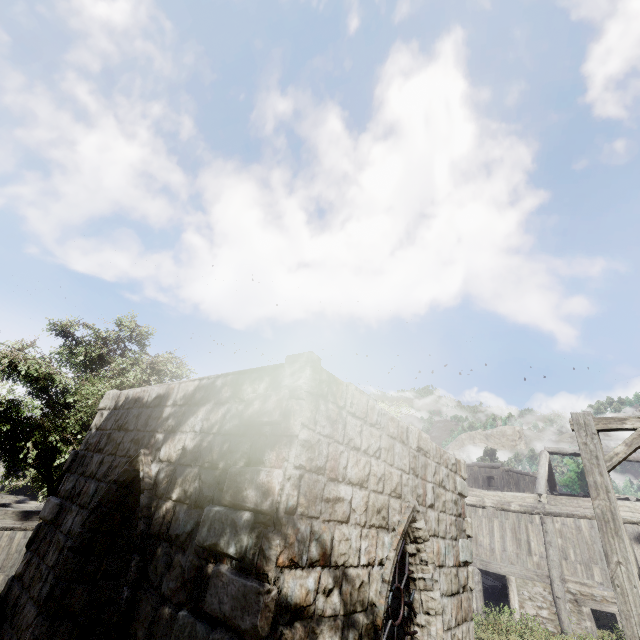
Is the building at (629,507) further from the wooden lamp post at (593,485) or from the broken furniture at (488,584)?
the wooden lamp post at (593,485)

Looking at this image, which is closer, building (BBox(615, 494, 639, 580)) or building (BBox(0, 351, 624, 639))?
building (BBox(0, 351, 624, 639))

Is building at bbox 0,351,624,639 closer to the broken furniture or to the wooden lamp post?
the broken furniture

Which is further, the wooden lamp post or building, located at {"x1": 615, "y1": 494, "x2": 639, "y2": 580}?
building, located at {"x1": 615, "y1": 494, "x2": 639, "y2": 580}

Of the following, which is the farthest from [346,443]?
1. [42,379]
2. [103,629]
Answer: [42,379]

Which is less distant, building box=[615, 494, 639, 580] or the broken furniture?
building box=[615, 494, 639, 580]

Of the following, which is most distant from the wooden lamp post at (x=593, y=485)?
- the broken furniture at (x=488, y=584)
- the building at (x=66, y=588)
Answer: the broken furniture at (x=488, y=584)
